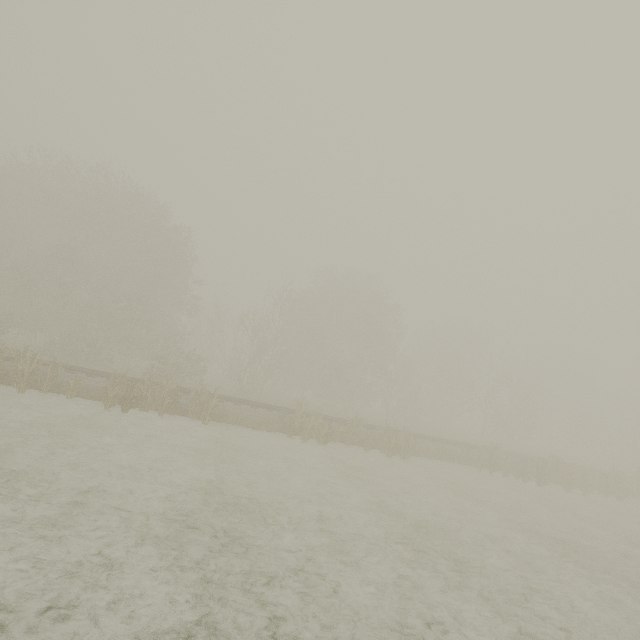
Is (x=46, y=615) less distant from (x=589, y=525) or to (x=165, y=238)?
(x=589, y=525)
